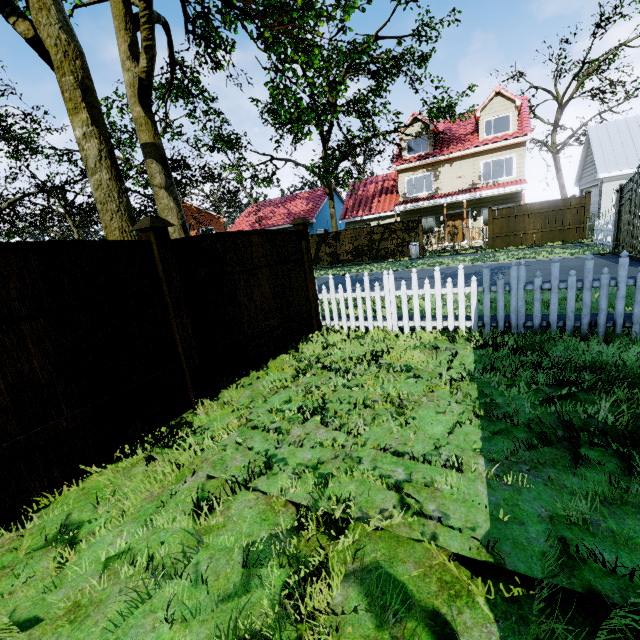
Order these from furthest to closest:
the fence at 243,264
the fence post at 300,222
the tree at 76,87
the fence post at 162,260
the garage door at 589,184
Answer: the garage door at 589,184
the fence post at 300,222
the tree at 76,87
the fence at 243,264
the fence post at 162,260

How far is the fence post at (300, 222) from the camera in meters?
6.1 m

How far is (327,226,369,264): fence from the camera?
22.3m

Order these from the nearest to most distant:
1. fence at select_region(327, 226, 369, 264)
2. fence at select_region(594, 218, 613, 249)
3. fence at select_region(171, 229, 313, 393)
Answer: fence at select_region(171, 229, 313, 393) → fence at select_region(594, 218, 613, 249) → fence at select_region(327, 226, 369, 264)

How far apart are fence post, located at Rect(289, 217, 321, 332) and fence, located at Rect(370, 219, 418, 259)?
15.9m

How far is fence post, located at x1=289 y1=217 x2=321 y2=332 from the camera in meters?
6.1 m

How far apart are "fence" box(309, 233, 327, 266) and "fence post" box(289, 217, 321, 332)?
17.7m

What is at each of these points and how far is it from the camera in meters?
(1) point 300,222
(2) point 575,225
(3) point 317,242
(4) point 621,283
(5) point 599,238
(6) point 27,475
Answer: (1) fence post, 6.0 m
(2) fence, 16.8 m
(3) fence, 23.9 m
(4) fence, 4.3 m
(5) fence, 14.4 m
(6) fence, 2.5 m
